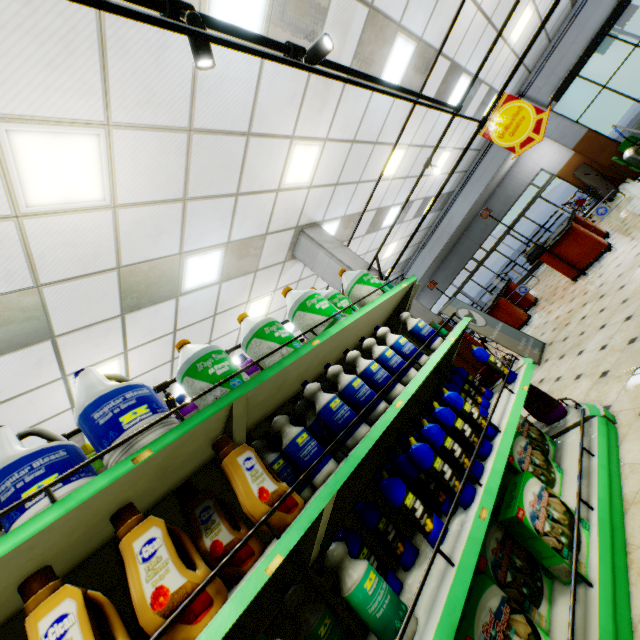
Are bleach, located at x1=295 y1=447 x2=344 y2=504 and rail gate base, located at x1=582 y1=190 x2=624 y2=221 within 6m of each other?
no

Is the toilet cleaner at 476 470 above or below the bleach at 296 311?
below

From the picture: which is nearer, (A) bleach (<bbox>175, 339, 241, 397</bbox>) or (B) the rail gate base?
(A) bleach (<bbox>175, 339, 241, 397</bbox>)

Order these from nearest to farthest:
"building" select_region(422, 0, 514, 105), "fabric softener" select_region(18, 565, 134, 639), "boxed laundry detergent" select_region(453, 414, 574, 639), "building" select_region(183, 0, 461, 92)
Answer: "fabric softener" select_region(18, 565, 134, 639) < "boxed laundry detergent" select_region(453, 414, 574, 639) < "building" select_region(183, 0, 461, 92) < "building" select_region(422, 0, 514, 105)

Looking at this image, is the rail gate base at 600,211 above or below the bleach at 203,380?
below

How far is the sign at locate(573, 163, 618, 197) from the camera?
12.04m

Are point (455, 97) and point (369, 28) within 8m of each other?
yes

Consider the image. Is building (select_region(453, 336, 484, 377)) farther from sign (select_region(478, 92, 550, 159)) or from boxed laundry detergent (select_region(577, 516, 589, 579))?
sign (select_region(478, 92, 550, 159))
